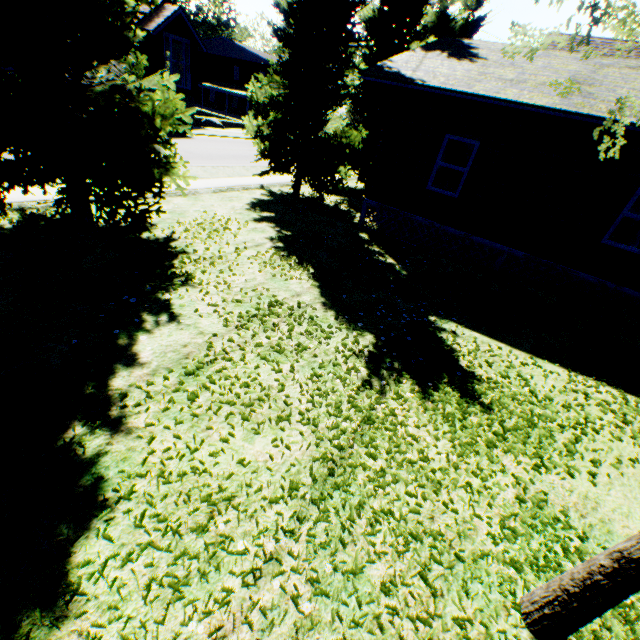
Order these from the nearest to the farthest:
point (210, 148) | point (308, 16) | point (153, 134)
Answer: point (153, 134)
point (308, 16)
point (210, 148)

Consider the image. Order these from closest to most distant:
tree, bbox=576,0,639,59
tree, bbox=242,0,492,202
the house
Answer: tree, bbox=576,0,639,59
the house
tree, bbox=242,0,492,202

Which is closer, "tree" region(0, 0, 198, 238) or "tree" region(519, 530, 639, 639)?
"tree" region(519, 530, 639, 639)

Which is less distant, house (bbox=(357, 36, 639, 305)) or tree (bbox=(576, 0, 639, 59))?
tree (bbox=(576, 0, 639, 59))

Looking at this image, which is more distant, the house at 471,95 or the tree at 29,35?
the house at 471,95

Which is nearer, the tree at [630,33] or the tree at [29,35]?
the tree at [630,33]

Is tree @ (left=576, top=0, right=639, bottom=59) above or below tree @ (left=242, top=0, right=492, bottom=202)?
above

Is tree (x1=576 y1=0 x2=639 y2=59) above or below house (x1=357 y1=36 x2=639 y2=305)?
above
